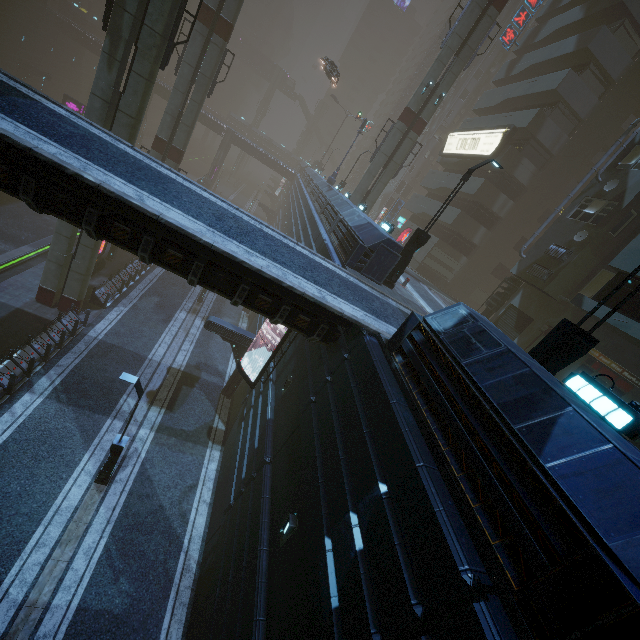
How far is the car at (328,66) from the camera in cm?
2825

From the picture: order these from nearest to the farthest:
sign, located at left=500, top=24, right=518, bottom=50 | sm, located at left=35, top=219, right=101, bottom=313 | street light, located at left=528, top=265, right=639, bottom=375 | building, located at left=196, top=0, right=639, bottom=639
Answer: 1. building, located at left=196, top=0, right=639, bottom=639
2. street light, located at left=528, top=265, right=639, bottom=375
3. sm, located at left=35, top=219, right=101, bottom=313
4. sign, located at left=500, top=24, right=518, bottom=50

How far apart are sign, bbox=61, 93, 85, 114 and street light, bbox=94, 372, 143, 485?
42.0 meters

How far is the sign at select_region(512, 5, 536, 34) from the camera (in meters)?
31.27

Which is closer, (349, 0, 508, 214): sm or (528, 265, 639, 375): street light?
(528, 265, 639, 375): street light

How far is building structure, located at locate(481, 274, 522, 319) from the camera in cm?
2131

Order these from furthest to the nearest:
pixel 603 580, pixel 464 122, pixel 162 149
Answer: pixel 464 122
pixel 162 149
pixel 603 580

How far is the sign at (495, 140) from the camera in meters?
26.9
